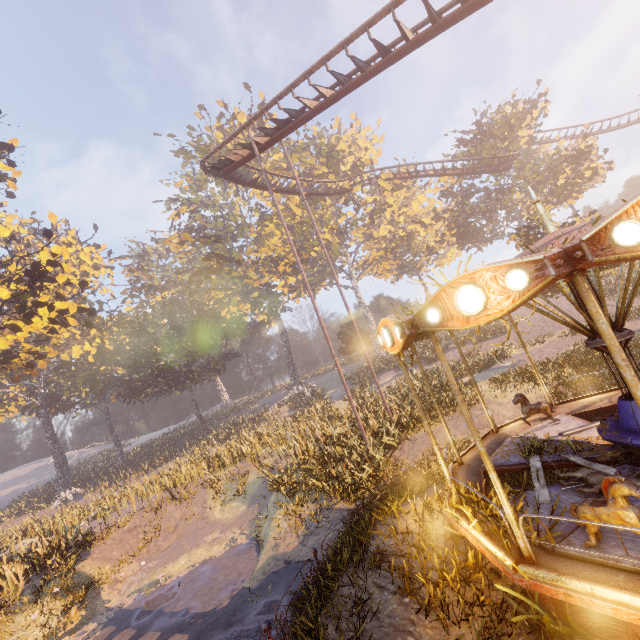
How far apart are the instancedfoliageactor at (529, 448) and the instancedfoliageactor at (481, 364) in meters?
13.4

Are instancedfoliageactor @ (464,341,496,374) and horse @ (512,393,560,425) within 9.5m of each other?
no

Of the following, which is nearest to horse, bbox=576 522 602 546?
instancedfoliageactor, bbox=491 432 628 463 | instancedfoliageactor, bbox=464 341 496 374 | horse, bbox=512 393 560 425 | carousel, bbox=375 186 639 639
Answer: carousel, bbox=375 186 639 639

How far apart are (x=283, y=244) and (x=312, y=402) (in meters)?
19.84

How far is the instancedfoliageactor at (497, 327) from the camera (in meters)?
26.75

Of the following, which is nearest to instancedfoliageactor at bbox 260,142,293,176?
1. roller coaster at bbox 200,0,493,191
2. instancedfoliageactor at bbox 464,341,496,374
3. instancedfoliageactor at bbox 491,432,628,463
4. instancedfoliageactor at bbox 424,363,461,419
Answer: A: roller coaster at bbox 200,0,493,191

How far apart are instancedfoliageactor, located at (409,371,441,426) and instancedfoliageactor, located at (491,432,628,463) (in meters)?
9.00

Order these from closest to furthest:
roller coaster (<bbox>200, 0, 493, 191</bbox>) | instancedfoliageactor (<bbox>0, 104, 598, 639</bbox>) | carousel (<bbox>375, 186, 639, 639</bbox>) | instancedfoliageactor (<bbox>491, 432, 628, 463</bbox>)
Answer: carousel (<bbox>375, 186, 639, 639</bbox>) → instancedfoliageactor (<bbox>491, 432, 628, 463</bbox>) → instancedfoliageactor (<bbox>0, 104, 598, 639</bbox>) → roller coaster (<bbox>200, 0, 493, 191</bbox>)
